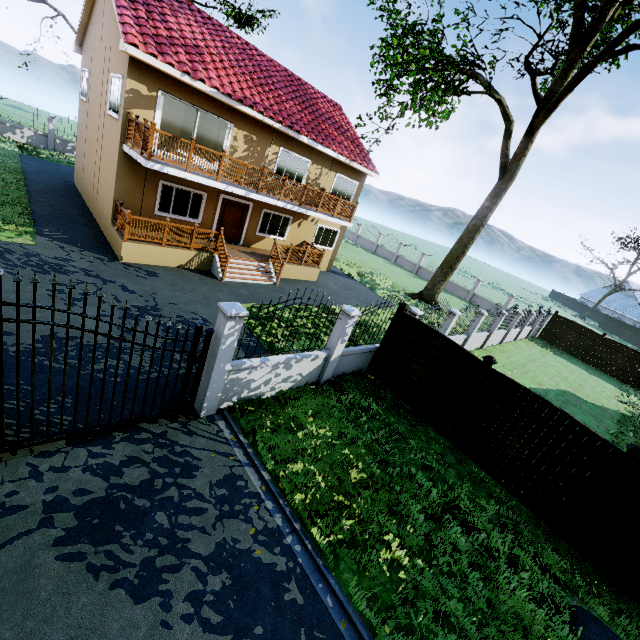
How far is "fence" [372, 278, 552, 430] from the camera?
8.6m

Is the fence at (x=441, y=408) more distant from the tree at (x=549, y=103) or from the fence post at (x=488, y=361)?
the tree at (x=549, y=103)

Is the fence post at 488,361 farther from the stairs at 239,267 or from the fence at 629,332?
the stairs at 239,267

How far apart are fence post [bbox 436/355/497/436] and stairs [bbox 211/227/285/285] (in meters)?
9.80

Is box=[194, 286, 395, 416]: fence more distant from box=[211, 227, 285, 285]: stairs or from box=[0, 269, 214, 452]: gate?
box=[211, 227, 285, 285]: stairs

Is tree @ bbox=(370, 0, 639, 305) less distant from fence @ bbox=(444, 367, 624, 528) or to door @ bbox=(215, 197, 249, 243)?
fence @ bbox=(444, 367, 624, 528)

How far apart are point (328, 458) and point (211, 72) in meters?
14.3

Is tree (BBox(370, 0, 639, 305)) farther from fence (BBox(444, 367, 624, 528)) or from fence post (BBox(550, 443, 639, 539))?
fence post (BBox(550, 443, 639, 539))
